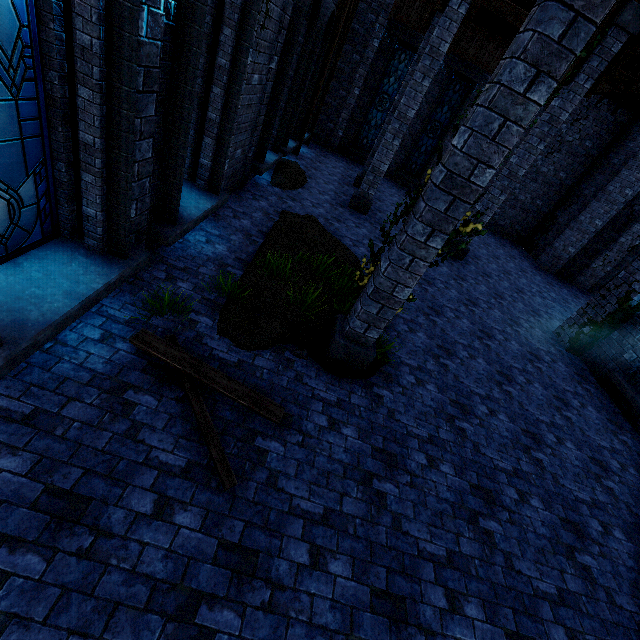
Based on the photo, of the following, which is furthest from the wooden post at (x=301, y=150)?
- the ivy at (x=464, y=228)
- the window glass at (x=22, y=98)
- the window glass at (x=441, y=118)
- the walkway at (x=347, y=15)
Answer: the window glass at (x=22, y=98)

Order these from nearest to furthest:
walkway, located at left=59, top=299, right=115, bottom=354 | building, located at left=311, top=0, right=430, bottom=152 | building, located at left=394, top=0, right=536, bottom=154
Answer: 1. walkway, located at left=59, top=299, right=115, bottom=354
2. building, located at left=394, top=0, right=536, bottom=154
3. building, located at left=311, top=0, right=430, bottom=152

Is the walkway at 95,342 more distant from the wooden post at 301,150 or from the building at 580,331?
the wooden post at 301,150

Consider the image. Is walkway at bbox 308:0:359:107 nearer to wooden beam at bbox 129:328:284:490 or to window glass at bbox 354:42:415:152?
window glass at bbox 354:42:415:152

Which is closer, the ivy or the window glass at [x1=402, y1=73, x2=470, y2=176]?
the ivy

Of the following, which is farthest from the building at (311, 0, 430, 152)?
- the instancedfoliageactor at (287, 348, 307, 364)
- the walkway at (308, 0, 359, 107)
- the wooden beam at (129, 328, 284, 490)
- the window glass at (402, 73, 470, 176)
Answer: the instancedfoliageactor at (287, 348, 307, 364)

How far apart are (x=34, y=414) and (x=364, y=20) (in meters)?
18.82

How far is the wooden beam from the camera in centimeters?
326cm
